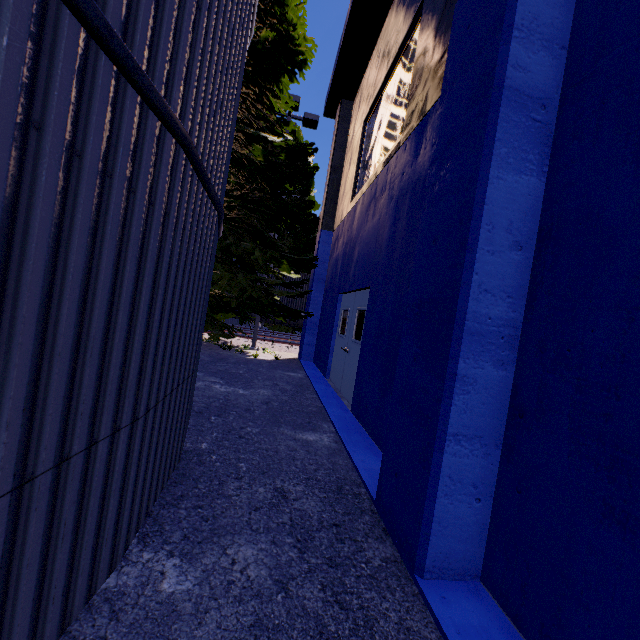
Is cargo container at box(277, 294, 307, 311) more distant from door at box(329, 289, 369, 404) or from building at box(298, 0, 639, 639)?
door at box(329, 289, 369, 404)

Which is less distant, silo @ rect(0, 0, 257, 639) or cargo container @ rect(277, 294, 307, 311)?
silo @ rect(0, 0, 257, 639)

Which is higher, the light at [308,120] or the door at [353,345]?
the light at [308,120]

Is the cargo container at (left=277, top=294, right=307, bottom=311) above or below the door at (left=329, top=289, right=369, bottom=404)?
above

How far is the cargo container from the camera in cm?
1928

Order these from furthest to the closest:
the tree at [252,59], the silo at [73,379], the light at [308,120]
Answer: the light at [308,120], the tree at [252,59], the silo at [73,379]

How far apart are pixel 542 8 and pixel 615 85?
0.9 meters

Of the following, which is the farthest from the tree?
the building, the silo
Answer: the building
